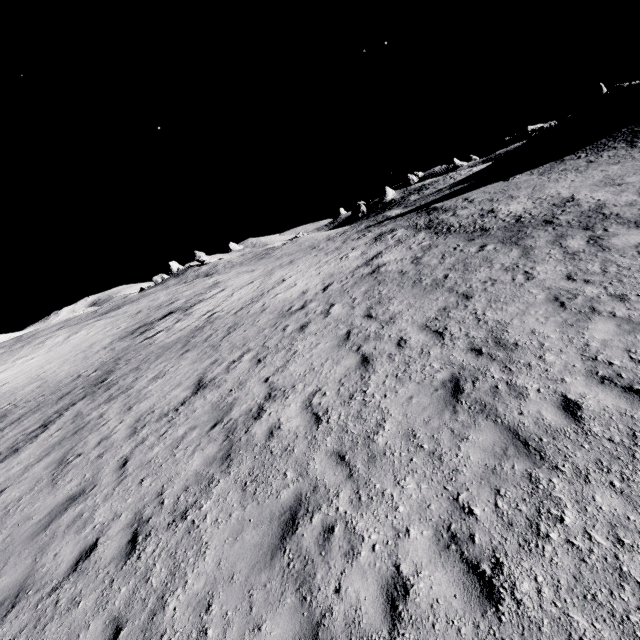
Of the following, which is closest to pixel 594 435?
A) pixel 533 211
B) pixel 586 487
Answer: pixel 586 487
